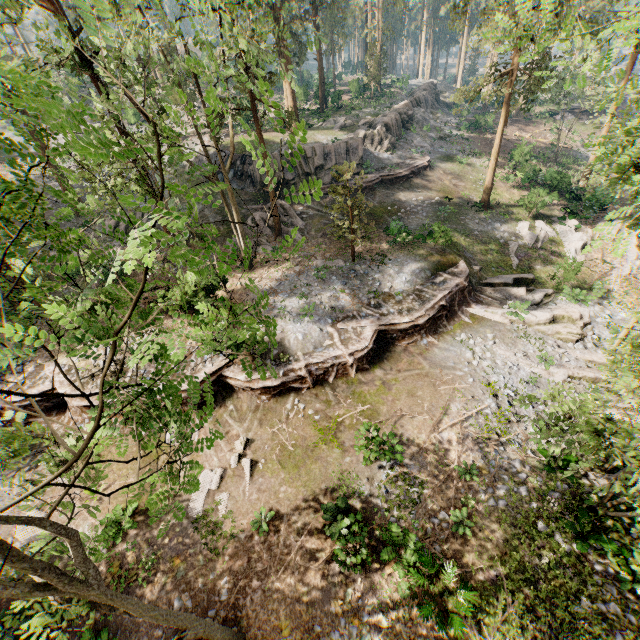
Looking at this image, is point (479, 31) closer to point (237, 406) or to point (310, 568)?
point (237, 406)

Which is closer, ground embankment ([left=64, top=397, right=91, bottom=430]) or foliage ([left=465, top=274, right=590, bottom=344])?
ground embankment ([left=64, top=397, right=91, bottom=430])

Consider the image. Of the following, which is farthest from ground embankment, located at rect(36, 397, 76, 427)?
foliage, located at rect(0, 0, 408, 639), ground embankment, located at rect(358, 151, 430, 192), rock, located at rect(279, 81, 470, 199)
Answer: rock, located at rect(279, 81, 470, 199)

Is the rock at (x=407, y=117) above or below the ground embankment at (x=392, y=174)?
above

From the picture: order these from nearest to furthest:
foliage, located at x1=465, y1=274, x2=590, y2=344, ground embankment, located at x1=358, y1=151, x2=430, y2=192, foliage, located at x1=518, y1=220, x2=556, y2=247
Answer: foliage, located at x1=465, y1=274, x2=590, y2=344, foliage, located at x1=518, y1=220, x2=556, y2=247, ground embankment, located at x1=358, y1=151, x2=430, y2=192

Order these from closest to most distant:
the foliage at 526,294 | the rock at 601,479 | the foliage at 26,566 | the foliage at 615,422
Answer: the foliage at 26,566 < the foliage at 615,422 < the rock at 601,479 < the foliage at 526,294

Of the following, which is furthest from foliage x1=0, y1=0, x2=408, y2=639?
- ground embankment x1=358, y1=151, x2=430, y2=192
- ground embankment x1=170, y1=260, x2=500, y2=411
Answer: ground embankment x1=358, y1=151, x2=430, y2=192

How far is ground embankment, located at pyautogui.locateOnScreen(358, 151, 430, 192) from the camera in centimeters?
2923cm
